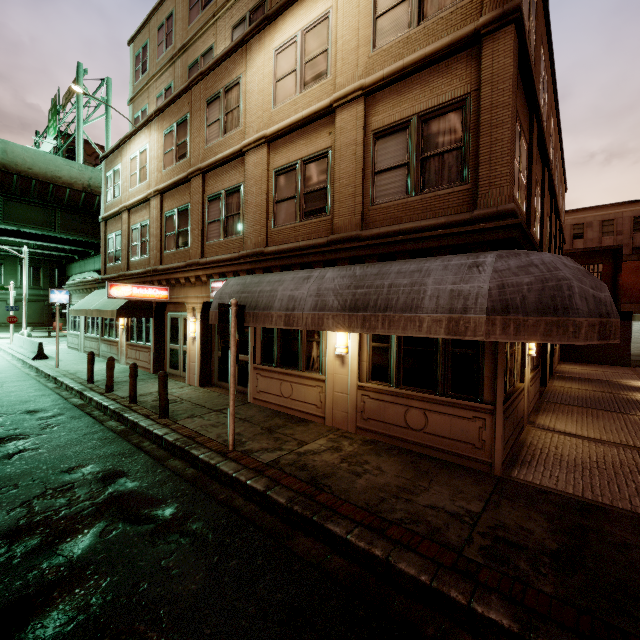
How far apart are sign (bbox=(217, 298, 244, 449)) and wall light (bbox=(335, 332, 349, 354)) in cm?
223

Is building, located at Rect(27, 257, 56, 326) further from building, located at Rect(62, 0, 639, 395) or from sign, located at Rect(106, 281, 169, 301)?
sign, located at Rect(106, 281, 169, 301)

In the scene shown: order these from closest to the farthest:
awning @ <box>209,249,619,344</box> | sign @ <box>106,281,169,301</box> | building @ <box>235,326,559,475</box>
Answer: awning @ <box>209,249,619,344</box>
building @ <box>235,326,559,475</box>
sign @ <box>106,281,169,301</box>

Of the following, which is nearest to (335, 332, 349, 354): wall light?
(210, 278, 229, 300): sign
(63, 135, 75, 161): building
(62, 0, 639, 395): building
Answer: (62, 0, 639, 395): building

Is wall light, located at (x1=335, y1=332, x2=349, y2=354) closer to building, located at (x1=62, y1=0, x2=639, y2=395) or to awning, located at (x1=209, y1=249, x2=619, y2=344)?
building, located at (x1=62, y1=0, x2=639, y2=395)

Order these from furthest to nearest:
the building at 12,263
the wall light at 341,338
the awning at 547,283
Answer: the building at 12,263 → the wall light at 341,338 → the awning at 547,283

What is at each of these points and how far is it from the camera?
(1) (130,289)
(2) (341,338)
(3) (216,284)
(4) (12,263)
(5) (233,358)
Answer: (1) sign, 12.33m
(2) wall light, 7.78m
(3) sign, 11.21m
(4) building, 38.81m
(5) sign, 6.55m

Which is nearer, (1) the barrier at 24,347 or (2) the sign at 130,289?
(2) the sign at 130,289
